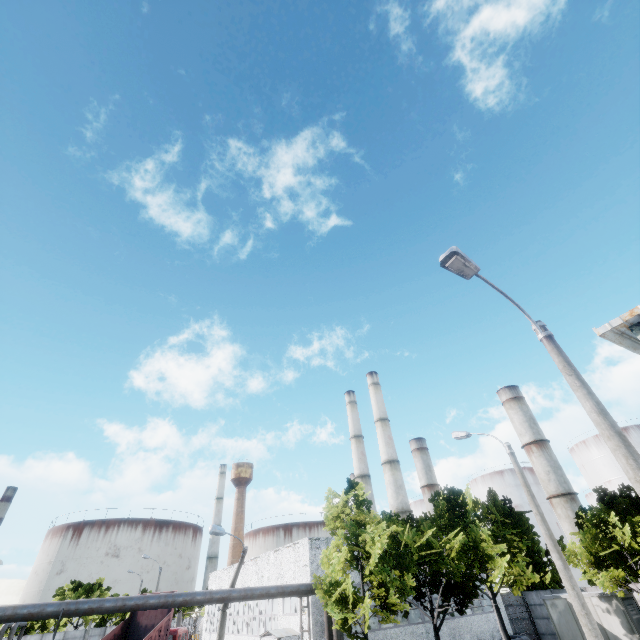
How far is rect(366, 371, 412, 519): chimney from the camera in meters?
41.4

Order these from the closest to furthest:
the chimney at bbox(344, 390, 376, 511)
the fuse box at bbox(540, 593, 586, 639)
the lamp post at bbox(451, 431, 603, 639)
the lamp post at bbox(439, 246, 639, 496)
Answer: the lamp post at bbox(439, 246, 639, 496) → the lamp post at bbox(451, 431, 603, 639) → the fuse box at bbox(540, 593, 586, 639) → the chimney at bbox(344, 390, 376, 511)

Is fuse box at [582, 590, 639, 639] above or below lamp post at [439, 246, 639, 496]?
below

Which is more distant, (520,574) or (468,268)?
(520,574)

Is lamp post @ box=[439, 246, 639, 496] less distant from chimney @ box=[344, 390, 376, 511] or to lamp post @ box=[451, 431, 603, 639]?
lamp post @ box=[451, 431, 603, 639]

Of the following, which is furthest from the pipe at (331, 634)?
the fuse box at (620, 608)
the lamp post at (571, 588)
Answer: the lamp post at (571, 588)

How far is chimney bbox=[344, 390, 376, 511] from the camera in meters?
48.4 m

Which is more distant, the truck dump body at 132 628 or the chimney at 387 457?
the chimney at 387 457
